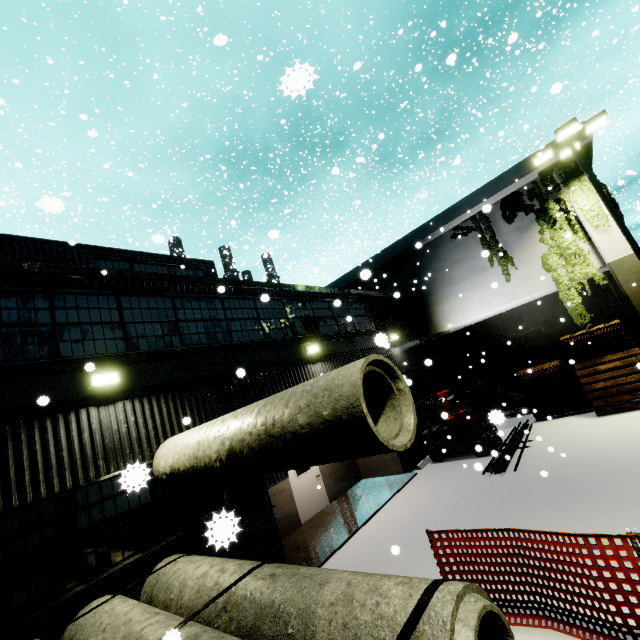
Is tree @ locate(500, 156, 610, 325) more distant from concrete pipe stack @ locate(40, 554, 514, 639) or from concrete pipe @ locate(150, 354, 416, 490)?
concrete pipe @ locate(150, 354, 416, 490)

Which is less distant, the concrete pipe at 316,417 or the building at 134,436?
the concrete pipe at 316,417

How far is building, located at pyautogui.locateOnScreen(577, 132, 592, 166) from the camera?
13.2m

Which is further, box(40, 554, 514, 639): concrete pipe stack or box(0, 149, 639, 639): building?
box(0, 149, 639, 639): building

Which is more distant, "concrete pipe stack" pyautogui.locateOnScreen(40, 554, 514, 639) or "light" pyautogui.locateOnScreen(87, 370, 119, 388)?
"light" pyautogui.locateOnScreen(87, 370, 119, 388)

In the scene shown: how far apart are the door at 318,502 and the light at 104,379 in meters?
6.1

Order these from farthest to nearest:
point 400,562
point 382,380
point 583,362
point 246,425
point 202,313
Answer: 1. point 583,362
2. point 202,313
3. point 400,562
4. point 246,425
5. point 382,380

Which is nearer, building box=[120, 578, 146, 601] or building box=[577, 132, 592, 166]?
building box=[120, 578, 146, 601]
